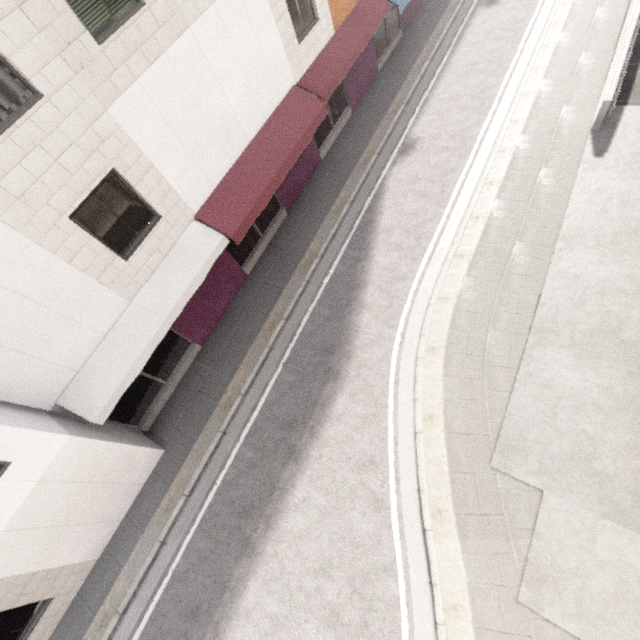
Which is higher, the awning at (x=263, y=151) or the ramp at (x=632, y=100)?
the awning at (x=263, y=151)

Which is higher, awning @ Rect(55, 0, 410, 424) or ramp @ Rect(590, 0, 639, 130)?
awning @ Rect(55, 0, 410, 424)

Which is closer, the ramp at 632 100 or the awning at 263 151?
the awning at 263 151

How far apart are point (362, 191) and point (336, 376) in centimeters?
718cm

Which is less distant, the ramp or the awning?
the awning
